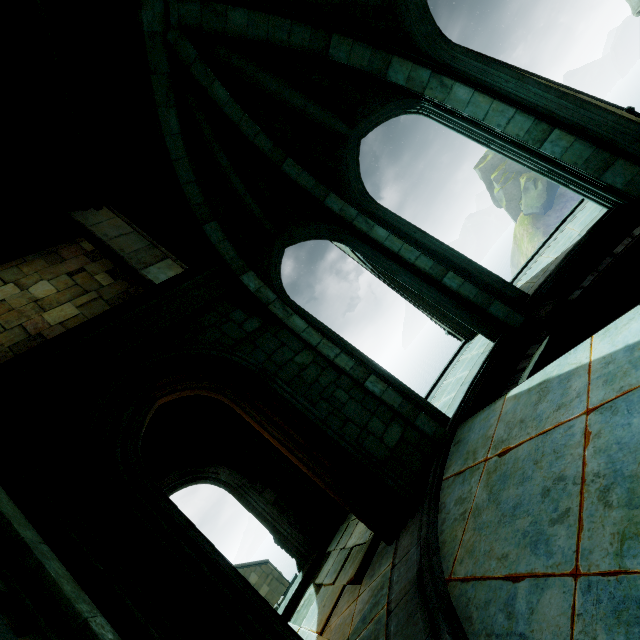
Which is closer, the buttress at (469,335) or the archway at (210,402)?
the archway at (210,402)

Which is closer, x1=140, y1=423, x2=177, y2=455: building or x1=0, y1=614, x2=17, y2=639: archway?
x1=0, y1=614, x2=17, y2=639: archway

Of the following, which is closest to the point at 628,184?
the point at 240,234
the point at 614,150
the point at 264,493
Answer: the point at 614,150

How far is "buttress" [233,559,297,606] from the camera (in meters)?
23.34

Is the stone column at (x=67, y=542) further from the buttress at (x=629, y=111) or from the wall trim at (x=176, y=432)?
the buttress at (x=629, y=111)

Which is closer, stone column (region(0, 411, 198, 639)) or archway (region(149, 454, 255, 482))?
stone column (region(0, 411, 198, 639))

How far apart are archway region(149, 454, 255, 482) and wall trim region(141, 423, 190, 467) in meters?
0.3

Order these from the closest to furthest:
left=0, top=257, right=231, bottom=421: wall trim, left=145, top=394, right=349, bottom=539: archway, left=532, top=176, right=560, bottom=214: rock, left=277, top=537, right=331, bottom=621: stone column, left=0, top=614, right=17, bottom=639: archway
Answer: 1. left=0, top=614, right=17, bottom=639: archway
2. left=0, top=257, right=231, bottom=421: wall trim
3. left=277, top=537, right=331, bottom=621: stone column
4. left=145, top=394, right=349, bottom=539: archway
5. left=532, top=176, right=560, bottom=214: rock
